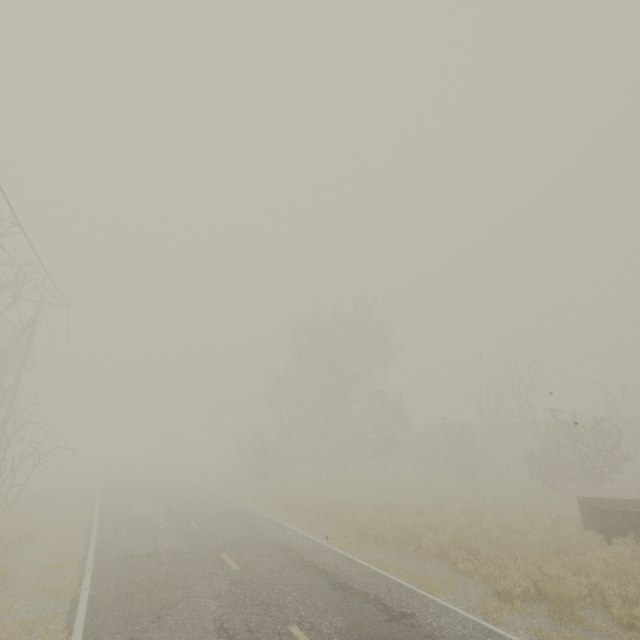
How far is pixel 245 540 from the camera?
11.8 meters
